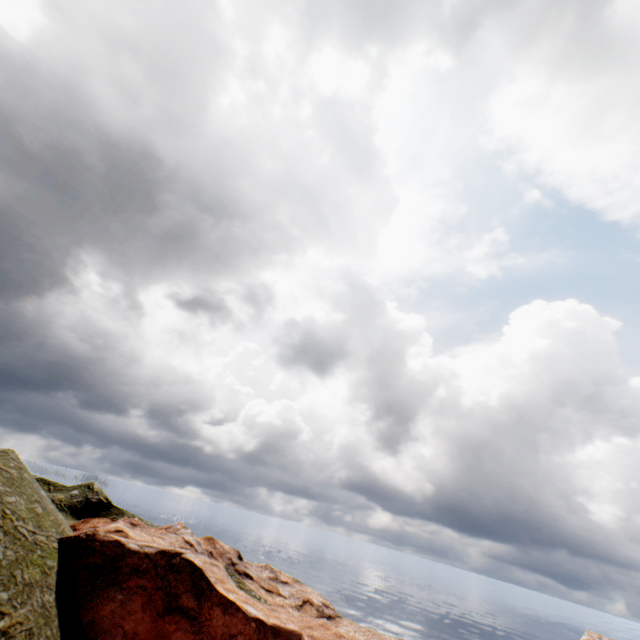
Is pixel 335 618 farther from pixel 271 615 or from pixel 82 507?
pixel 82 507
